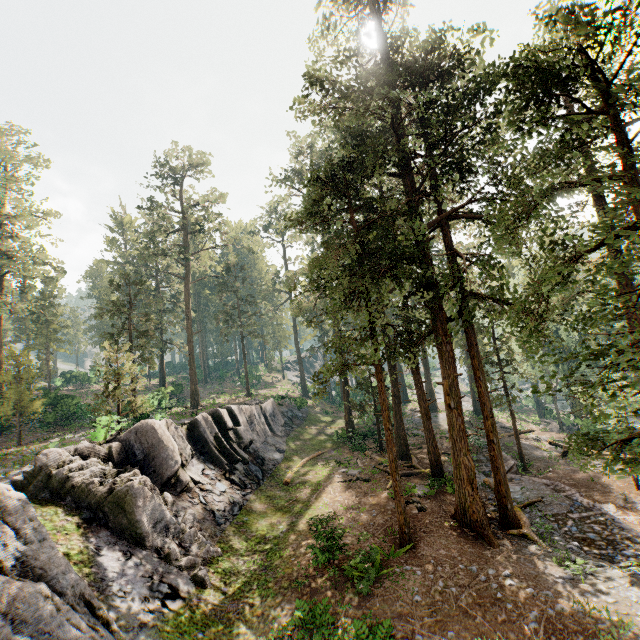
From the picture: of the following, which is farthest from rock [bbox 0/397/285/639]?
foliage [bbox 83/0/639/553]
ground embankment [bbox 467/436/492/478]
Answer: ground embankment [bbox 467/436/492/478]

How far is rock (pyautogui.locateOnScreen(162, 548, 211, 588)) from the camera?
12.23m

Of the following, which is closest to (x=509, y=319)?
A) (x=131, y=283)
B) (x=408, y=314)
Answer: (x=408, y=314)

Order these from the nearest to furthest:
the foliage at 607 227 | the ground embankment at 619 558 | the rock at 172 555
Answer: the foliage at 607 227 < the rock at 172 555 < the ground embankment at 619 558

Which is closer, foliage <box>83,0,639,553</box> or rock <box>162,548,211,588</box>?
foliage <box>83,0,639,553</box>

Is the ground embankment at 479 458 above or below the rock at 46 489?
below

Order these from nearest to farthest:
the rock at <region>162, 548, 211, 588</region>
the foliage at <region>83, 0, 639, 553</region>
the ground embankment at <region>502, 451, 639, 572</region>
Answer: the foliage at <region>83, 0, 639, 553</region>
the rock at <region>162, 548, 211, 588</region>
the ground embankment at <region>502, 451, 639, 572</region>
